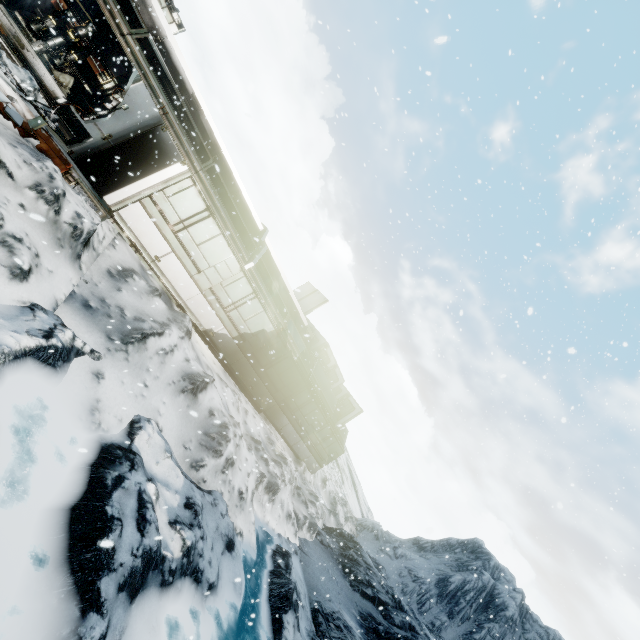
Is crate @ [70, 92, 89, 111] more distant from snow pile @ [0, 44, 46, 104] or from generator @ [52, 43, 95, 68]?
snow pile @ [0, 44, 46, 104]

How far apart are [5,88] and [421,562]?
38.73m

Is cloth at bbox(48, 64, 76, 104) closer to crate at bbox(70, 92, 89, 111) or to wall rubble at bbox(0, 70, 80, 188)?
crate at bbox(70, 92, 89, 111)

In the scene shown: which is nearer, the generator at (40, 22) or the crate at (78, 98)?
the generator at (40, 22)

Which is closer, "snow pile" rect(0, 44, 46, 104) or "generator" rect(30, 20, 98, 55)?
"snow pile" rect(0, 44, 46, 104)

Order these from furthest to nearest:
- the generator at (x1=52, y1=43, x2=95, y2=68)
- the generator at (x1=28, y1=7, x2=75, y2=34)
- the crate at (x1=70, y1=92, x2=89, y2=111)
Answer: the crate at (x1=70, y1=92, x2=89, y2=111) < the generator at (x1=52, y1=43, x2=95, y2=68) < the generator at (x1=28, y1=7, x2=75, y2=34)

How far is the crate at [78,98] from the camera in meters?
13.6 m

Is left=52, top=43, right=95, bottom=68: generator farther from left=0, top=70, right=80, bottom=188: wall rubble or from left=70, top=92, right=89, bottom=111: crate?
left=0, top=70, right=80, bottom=188: wall rubble
